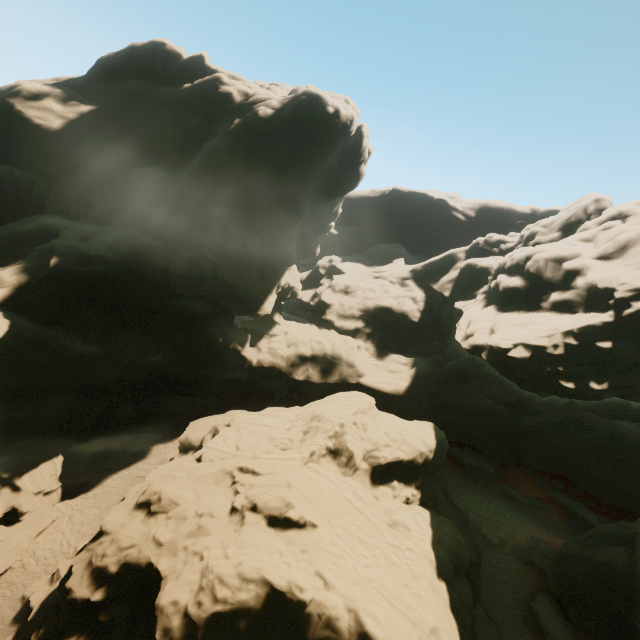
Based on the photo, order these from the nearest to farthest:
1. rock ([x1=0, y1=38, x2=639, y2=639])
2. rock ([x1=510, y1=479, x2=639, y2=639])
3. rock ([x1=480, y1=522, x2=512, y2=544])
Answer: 1. rock ([x1=0, y1=38, x2=639, y2=639])
2. rock ([x1=510, y1=479, x2=639, y2=639])
3. rock ([x1=480, y1=522, x2=512, y2=544])

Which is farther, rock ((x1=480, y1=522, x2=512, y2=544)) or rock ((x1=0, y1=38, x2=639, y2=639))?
rock ((x1=480, y1=522, x2=512, y2=544))

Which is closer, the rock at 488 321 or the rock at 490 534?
the rock at 488 321

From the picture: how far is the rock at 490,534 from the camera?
22.97m

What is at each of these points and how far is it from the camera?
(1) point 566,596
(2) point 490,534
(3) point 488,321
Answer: (1) rock, 18.6 meters
(2) rock, 23.4 meters
(3) rock, 25.2 meters

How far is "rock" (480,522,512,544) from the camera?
23.0 meters
